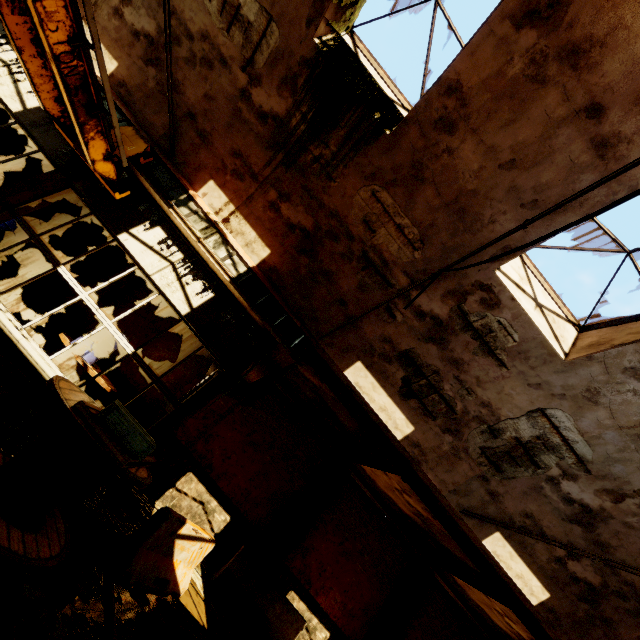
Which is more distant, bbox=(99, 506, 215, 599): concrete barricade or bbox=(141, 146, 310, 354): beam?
bbox=(141, 146, 310, 354): beam

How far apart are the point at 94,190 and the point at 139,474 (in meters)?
5.46

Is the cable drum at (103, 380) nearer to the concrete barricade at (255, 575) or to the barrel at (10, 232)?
the barrel at (10, 232)

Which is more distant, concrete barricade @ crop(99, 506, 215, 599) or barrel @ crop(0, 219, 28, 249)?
barrel @ crop(0, 219, 28, 249)

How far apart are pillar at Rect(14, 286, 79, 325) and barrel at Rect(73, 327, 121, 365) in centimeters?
251cm

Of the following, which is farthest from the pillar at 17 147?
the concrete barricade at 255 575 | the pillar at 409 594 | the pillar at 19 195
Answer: the pillar at 409 594

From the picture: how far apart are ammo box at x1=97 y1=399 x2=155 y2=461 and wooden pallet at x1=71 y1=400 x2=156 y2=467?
Result: 0.06m

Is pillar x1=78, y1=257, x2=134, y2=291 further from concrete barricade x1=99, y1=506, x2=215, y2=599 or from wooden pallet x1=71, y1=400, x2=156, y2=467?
concrete barricade x1=99, y1=506, x2=215, y2=599
